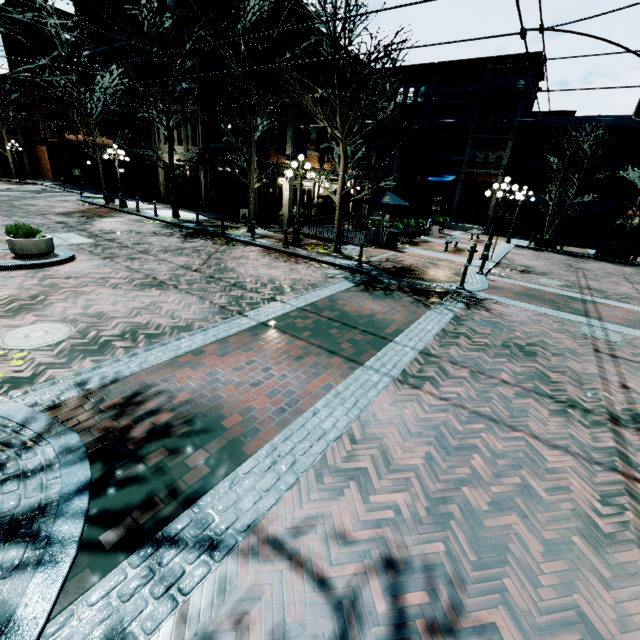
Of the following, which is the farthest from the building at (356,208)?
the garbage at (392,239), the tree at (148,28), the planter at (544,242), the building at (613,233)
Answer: the building at (613,233)

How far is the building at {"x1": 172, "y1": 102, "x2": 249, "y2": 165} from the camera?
19.48m

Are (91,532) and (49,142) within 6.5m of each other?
no

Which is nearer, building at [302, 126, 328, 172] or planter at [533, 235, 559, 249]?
building at [302, 126, 328, 172]

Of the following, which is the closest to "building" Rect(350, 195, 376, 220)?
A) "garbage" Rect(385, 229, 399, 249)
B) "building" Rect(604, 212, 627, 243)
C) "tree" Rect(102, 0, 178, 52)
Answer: "tree" Rect(102, 0, 178, 52)

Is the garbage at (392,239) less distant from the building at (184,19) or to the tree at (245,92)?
the tree at (245,92)

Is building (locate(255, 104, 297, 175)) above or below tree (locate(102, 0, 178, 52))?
below
